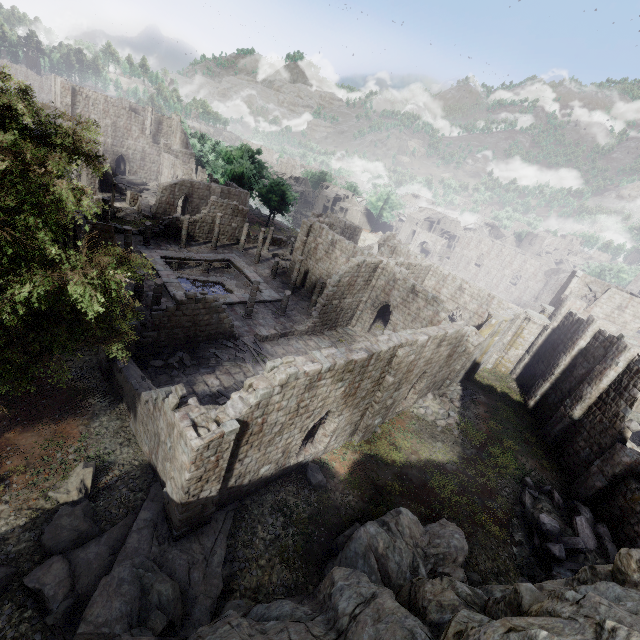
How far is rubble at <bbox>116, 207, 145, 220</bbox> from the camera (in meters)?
40.62

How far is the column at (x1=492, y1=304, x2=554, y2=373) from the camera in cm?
2848

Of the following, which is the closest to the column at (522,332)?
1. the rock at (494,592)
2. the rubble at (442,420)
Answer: the rubble at (442,420)

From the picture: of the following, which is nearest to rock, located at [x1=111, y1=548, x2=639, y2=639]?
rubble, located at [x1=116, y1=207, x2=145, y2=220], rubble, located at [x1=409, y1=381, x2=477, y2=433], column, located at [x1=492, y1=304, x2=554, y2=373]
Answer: rubble, located at [x1=409, y1=381, x2=477, y2=433]

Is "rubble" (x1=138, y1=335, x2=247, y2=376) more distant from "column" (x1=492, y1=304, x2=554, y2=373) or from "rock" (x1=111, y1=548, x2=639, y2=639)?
"column" (x1=492, y1=304, x2=554, y2=373)

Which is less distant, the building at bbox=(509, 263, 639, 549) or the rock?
the rock

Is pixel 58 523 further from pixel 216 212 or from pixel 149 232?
pixel 216 212

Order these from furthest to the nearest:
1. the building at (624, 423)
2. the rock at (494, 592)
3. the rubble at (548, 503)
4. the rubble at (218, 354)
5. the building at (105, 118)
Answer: the rubble at (218, 354)
the building at (624, 423)
the rubble at (548, 503)
the building at (105, 118)
the rock at (494, 592)
